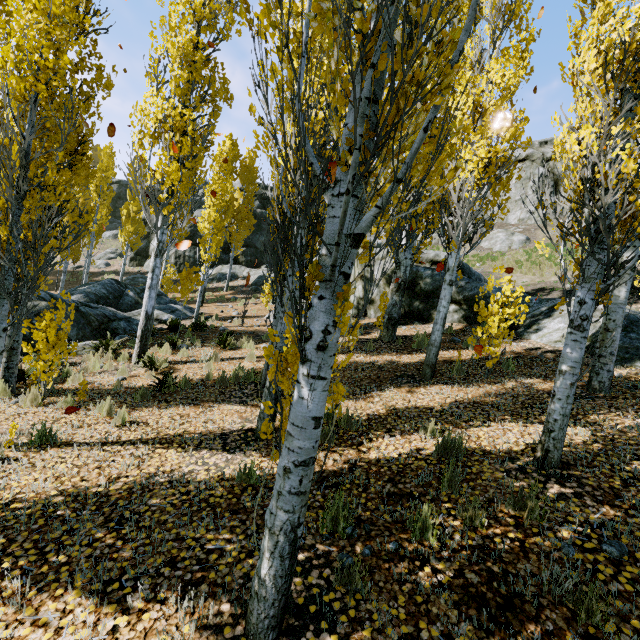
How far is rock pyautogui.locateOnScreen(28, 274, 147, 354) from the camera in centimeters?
1033cm

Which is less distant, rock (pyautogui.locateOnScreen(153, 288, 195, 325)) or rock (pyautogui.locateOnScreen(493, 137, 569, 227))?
rock (pyautogui.locateOnScreen(153, 288, 195, 325))

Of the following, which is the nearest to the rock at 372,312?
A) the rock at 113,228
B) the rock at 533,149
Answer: the rock at 533,149

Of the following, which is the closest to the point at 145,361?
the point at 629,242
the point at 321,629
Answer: the point at 321,629

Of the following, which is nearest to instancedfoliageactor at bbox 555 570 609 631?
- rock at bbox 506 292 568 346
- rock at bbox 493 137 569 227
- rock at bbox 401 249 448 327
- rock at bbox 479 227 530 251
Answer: rock at bbox 493 137 569 227

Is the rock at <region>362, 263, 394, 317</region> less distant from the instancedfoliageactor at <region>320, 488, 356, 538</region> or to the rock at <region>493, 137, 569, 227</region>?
the instancedfoliageactor at <region>320, 488, 356, 538</region>

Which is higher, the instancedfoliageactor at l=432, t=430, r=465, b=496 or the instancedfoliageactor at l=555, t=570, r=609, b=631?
the instancedfoliageactor at l=432, t=430, r=465, b=496

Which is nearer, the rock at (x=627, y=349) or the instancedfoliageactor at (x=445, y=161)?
the instancedfoliageactor at (x=445, y=161)
